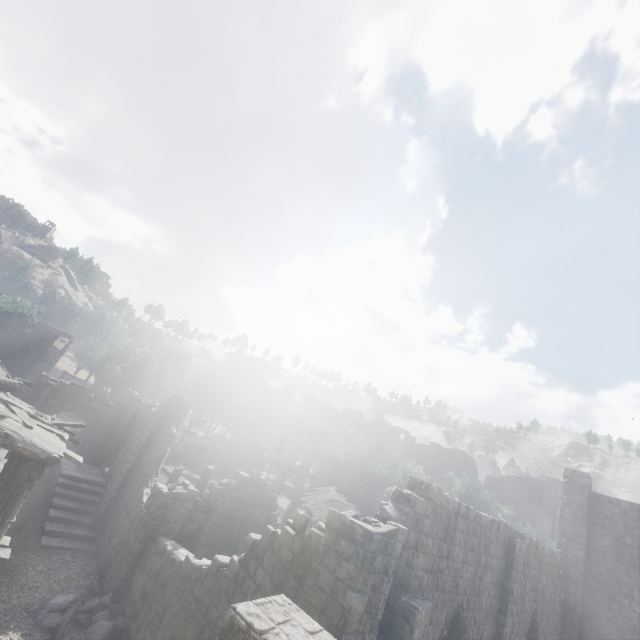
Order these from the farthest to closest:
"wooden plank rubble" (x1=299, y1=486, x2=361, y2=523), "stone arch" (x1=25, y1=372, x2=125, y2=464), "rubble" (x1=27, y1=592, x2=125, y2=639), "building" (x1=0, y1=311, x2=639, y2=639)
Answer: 1. "wooden plank rubble" (x1=299, y1=486, x2=361, y2=523)
2. "stone arch" (x1=25, y1=372, x2=125, y2=464)
3. "rubble" (x1=27, y1=592, x2=125, y2=639)
4. "building" (x1=0, y1=311, x2=639, y2=639)

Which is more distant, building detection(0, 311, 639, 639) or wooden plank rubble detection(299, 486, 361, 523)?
wooden plank rubble detection(299, 486, 361, 523)

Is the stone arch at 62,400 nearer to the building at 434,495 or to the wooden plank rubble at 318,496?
the building at 434,495

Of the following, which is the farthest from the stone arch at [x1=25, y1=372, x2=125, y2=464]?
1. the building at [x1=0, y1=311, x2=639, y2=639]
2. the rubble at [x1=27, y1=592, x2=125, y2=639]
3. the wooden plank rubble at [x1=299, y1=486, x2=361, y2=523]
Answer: the wooden plank rubble at [x1=299, y1=486, x2=361, y2=523]

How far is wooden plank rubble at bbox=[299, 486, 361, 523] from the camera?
24.08m

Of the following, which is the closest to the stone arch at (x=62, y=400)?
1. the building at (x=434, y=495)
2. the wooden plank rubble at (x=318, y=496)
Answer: the building at (x=434, y=495)

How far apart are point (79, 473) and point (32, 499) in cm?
222

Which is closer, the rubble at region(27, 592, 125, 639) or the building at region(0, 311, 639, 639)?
the building at region(0, 311, 639, 639)
